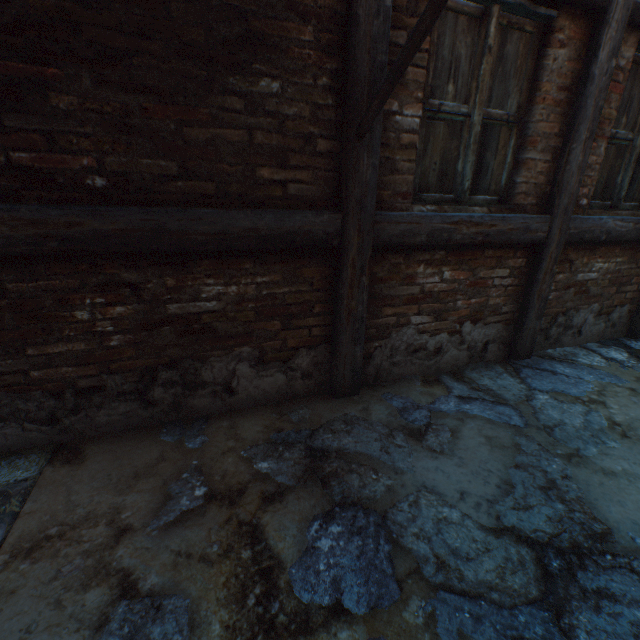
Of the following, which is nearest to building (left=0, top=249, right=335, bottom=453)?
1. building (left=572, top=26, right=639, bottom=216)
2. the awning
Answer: the awning

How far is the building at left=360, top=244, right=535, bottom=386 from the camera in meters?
2.6

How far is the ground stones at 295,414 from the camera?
2.30m

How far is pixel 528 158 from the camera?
2.6m

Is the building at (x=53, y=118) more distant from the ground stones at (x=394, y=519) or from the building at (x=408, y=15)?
the ground stones at (x=394, y=519)

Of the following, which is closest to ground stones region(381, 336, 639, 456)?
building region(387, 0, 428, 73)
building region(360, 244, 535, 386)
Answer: building region(360, 244, 535, 386)

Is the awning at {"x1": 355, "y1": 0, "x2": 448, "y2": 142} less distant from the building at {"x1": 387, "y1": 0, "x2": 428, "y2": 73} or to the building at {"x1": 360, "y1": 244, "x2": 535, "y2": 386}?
the building at {"x1": 387, "y1": 0, "x2": 428, "y2": 73}

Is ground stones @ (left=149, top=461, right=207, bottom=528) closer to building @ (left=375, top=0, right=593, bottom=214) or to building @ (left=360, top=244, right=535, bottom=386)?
building @ (left=360, top=244, right=535, bottom=386)
